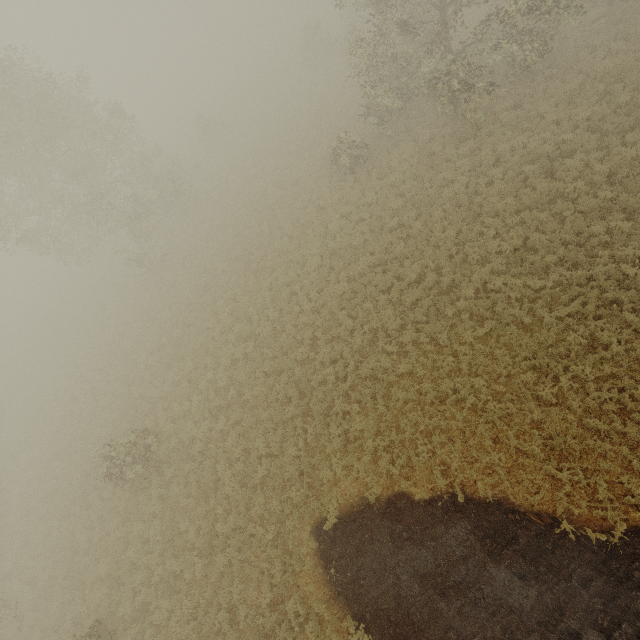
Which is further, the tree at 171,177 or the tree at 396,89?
the tree at 171,177

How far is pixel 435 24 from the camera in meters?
15.9 m

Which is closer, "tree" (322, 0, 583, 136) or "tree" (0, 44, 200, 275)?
"tree" (322, 0, 583, 136)
